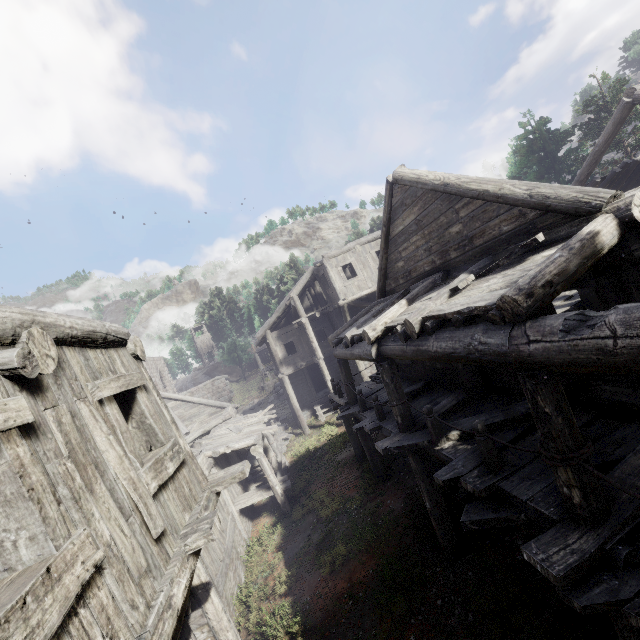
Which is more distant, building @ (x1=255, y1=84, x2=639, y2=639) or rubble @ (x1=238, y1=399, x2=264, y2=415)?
rubble @ (x1=238, y1=399, x2=264, y2=415)

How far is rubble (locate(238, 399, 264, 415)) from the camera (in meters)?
33.34

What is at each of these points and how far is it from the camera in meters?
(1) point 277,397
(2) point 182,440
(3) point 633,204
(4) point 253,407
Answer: (1) rubble, 32.9 m
(2) building, 5.1 m
(3) building, 4.1 m
(4) rubble, 33.7 m

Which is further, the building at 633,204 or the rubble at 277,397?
the rubble at 277,397

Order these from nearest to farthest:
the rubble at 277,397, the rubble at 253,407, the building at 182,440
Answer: the building at 182,440, the rubble at 277,397, the rubble at 253,407

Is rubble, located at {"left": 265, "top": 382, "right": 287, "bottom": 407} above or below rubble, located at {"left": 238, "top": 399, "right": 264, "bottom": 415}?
above

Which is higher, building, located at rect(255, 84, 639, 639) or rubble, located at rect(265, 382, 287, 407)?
building, located at rect(255, 84, 639, 639)
